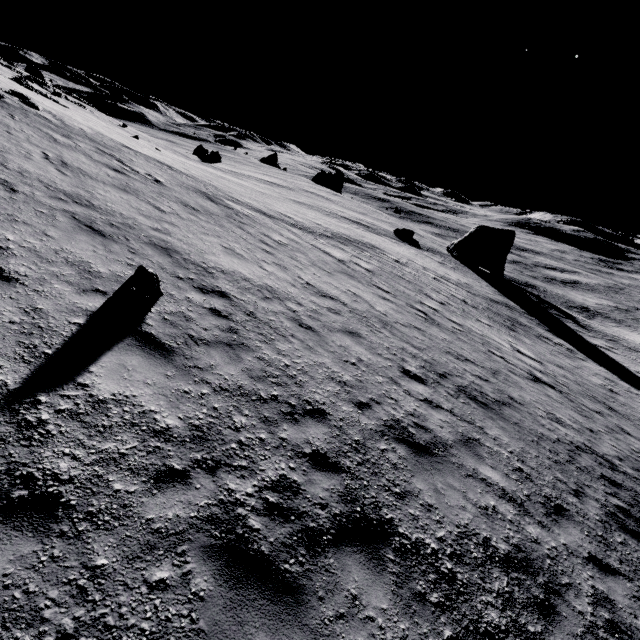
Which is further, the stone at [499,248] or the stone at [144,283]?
the stone at [499,248]

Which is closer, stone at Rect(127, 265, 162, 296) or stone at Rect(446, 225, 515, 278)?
stone at Rect(127, 265, 162, 296)

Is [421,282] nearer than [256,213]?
No

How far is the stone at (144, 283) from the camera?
6.4m

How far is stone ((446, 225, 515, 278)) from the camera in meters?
42.2 m

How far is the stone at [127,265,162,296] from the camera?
6.4m
